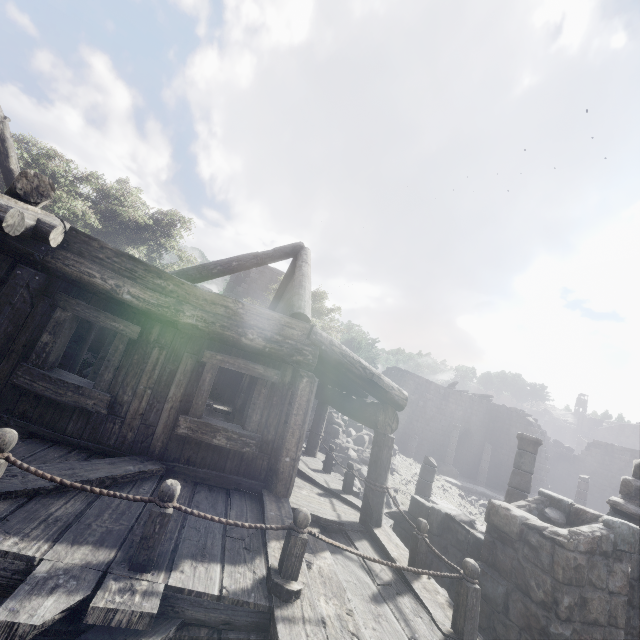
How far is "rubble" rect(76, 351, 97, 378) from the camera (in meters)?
10.85

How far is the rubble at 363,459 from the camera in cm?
1238

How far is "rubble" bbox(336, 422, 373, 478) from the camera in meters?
12.4 m

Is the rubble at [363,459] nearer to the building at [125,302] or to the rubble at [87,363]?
the building at [125,302]

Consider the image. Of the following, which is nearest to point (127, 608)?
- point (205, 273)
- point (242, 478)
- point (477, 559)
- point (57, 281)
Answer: point (242, 478)

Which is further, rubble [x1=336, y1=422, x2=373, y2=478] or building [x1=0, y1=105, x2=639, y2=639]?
rubble [x1=336, y1=422, x2=373, y2=478]

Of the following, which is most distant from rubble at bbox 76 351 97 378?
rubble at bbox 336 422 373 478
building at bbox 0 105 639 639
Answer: rubble at bbox 336 422 373 478
